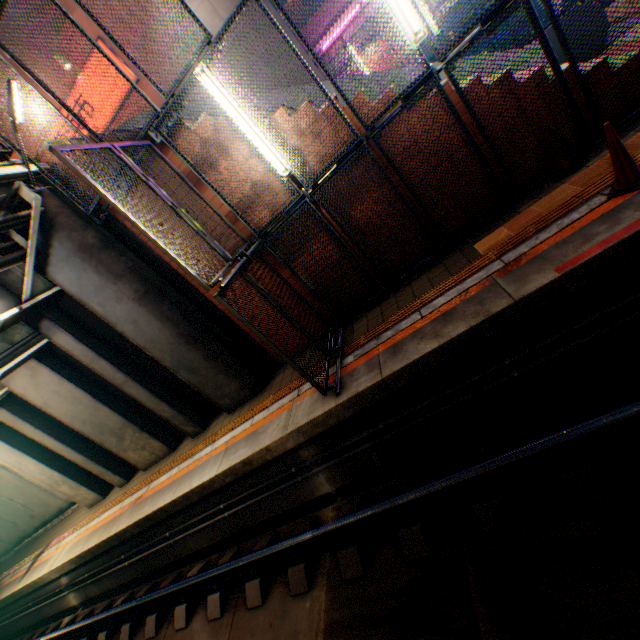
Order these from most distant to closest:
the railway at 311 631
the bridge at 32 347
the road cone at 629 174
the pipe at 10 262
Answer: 1. the bridge at 32 347
2. the pipe at 10 262
3. the road cone at 629 174
4. the railway at 311 631

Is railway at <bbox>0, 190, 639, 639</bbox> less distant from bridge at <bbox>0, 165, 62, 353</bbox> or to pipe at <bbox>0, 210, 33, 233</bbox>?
bridge at <bbox>0, 165, 62, 353</bbox>

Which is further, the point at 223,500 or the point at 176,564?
the point at 176,564

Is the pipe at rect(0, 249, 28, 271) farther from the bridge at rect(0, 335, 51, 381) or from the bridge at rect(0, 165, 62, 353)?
the bridge at rect(0, 335, 51, 381)

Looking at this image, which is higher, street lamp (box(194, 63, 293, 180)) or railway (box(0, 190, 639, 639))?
street lamp (box(194, 63, 293, 180))

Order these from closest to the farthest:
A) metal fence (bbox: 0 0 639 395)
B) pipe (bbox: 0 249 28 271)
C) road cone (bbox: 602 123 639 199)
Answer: road cone (bbox: 602 123 639 199)
metal fence (bbox: 0 0 639 395)
pipe (bbox: 0 249 28 271)

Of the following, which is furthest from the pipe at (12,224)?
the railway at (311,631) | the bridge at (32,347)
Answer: the railway at (311,631)

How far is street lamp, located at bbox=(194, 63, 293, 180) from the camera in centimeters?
476cm
